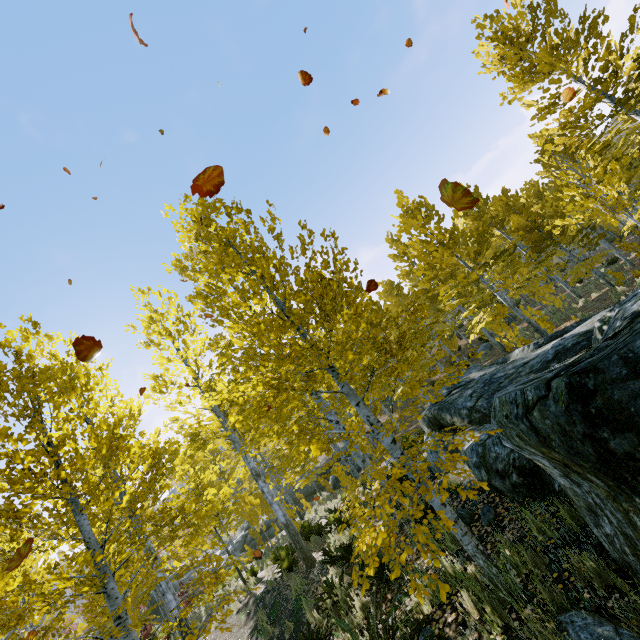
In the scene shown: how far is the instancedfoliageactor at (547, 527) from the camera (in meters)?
3.87

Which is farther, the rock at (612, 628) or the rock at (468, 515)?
the rock at (468, 515)

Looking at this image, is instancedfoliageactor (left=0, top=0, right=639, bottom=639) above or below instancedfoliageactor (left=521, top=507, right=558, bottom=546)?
above

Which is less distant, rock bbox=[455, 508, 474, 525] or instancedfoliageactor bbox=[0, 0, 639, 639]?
instancedfoliageactor bbox=[0, 0, 639, 639]

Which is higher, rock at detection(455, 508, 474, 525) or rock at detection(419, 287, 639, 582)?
rock at detection(419, 287, 639, 582)

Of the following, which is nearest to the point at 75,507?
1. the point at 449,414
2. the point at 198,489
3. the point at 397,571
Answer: the point at 397,571

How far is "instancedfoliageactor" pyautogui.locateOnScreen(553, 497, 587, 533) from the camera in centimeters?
370cm
